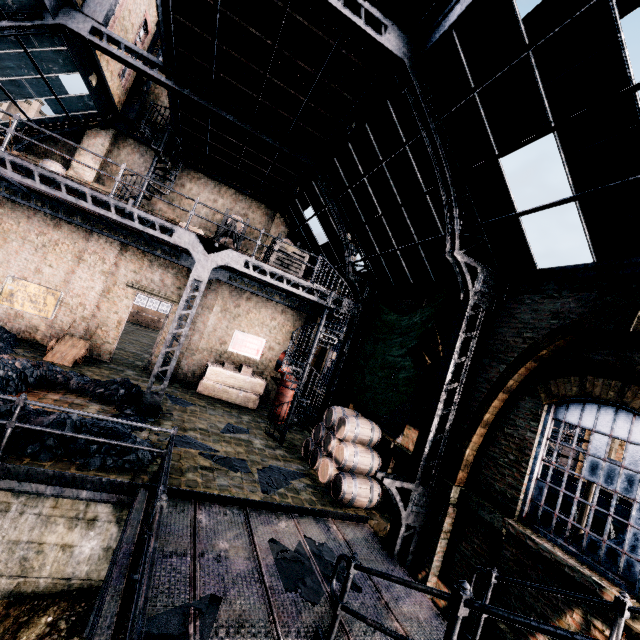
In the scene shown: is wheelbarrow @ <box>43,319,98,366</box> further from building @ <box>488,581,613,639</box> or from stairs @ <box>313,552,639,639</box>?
stairs @ <box>313,552,639,639</box>

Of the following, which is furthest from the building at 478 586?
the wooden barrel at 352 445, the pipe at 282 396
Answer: the pipe at 282 396

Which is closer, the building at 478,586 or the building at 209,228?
the building at 478,586

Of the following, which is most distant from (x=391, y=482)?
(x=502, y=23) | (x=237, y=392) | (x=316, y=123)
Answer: (x=316, y=123)

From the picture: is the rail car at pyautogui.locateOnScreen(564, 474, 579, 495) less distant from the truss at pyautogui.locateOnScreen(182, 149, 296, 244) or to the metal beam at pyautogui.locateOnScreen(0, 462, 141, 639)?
the truss at pyautogui.locateOnScreen(182, 149, 296, 244)

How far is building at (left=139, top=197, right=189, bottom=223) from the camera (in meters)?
16.55

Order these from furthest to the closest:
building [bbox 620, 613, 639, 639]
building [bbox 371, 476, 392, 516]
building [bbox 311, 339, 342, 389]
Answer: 1. building [bbox 311, 339, 342, 389]
2. building [bbox 371, 476, 392, 516]
3. building [bbox 620, 613, 639, 639]

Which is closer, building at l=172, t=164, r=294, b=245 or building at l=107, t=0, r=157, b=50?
building at l=107, t=0, r=157, b=50
